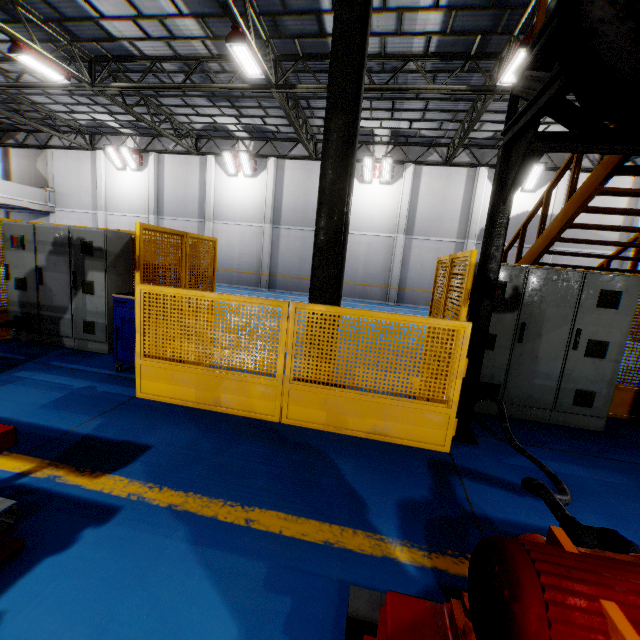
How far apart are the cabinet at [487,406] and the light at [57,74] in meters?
14.8 m

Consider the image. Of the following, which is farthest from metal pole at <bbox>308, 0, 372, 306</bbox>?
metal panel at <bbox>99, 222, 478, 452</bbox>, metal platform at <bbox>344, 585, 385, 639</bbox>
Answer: metal platform at <bbox>344, 585, 385, 639</bbox>

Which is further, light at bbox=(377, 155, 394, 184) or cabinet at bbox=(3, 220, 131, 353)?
light at bbox=(377, 155, 394, 184)

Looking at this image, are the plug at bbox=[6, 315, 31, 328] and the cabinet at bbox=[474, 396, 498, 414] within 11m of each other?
yes

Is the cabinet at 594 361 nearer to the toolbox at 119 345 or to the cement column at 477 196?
the toolbox at 119 345

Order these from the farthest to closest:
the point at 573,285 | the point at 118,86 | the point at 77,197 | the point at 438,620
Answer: the point at 77,197 < the point at 118,86 < the point at 573,285 < the point at 438,620

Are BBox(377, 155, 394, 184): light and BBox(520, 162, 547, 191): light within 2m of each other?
no

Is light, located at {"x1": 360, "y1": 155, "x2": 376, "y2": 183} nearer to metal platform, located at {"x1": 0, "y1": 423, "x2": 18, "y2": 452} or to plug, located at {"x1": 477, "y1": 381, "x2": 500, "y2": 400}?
plug, located at {"x1": 477, "y1": 381, "x2": 500, "y2": 400}
